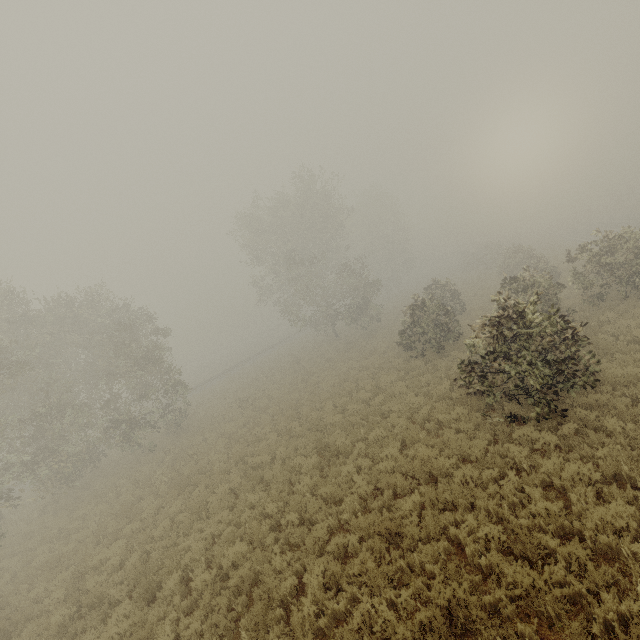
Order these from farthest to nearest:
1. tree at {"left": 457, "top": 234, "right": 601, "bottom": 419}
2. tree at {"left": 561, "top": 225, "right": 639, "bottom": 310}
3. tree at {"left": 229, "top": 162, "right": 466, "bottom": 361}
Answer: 1. tree at {"left": 229, "top": 162, "right": 466, "bottom": 361}
2. tree at {"left": 561, "top": 225, "right": 639, "bottom": 310}
3. tree at {"left": 457, "top": 234, "right": 601, "bottom": 419}

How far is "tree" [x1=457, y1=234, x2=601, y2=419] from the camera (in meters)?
8.75

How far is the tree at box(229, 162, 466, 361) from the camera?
19.4 meters

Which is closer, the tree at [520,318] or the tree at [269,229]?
the tree at [520,318]

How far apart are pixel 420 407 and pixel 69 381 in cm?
1821

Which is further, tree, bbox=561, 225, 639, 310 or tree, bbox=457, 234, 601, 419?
tree, bbox=561, 225, 639, 310

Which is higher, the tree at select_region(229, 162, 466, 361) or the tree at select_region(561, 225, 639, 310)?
the tree at select_region(229, 162, 466, 361)

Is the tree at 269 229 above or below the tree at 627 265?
above
